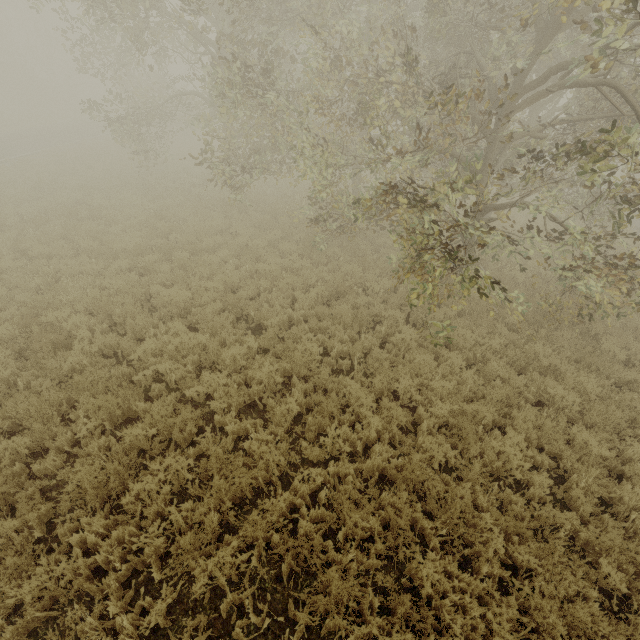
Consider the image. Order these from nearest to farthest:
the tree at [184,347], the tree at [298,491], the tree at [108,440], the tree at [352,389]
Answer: the tree at [298,491] → the tree at [108,440] → the tree at [352,389] → the tree at [184,347]

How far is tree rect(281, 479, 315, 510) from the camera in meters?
4.7 m

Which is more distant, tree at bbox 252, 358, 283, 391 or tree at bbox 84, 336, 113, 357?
tree at bbox 84, 336, 113, 357

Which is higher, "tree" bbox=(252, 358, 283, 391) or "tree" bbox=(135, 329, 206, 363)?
"tree" bbox=(252, 358, 283, 391)

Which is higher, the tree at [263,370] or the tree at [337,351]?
the tree at [263,370]

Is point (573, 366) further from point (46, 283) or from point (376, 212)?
point (46, 283)
